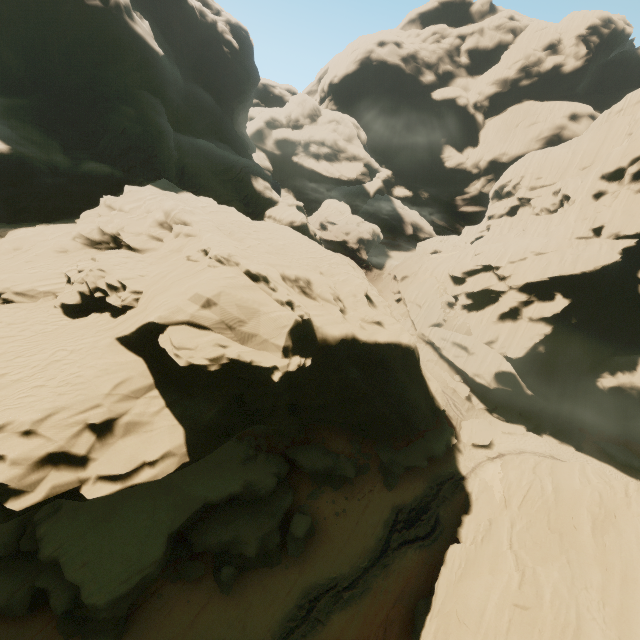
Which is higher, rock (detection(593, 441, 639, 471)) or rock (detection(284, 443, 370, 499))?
rock (detection(593, 441, 639, 471))

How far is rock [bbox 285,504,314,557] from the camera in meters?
23.1 m

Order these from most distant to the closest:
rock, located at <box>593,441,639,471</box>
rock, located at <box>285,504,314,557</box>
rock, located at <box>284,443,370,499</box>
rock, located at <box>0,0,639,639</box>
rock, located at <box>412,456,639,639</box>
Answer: rock, located at <box>593,441,639,471</box>
rock, located at <box>284,443,370,499</box>
rock, located at <box>285,504,314,557</box>
rock, located at <box>412,456,639,639</box>
rock, located at <box>0,0,639,639</box>

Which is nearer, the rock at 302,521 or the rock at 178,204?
the rock at 178,204

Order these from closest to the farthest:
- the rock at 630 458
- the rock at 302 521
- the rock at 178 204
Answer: the rock at 178 204 < the rock at 302 521 < the rock at 630 458

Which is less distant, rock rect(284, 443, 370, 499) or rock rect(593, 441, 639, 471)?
rock rect(284, 443, 370, 499)

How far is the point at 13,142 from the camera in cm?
2652
